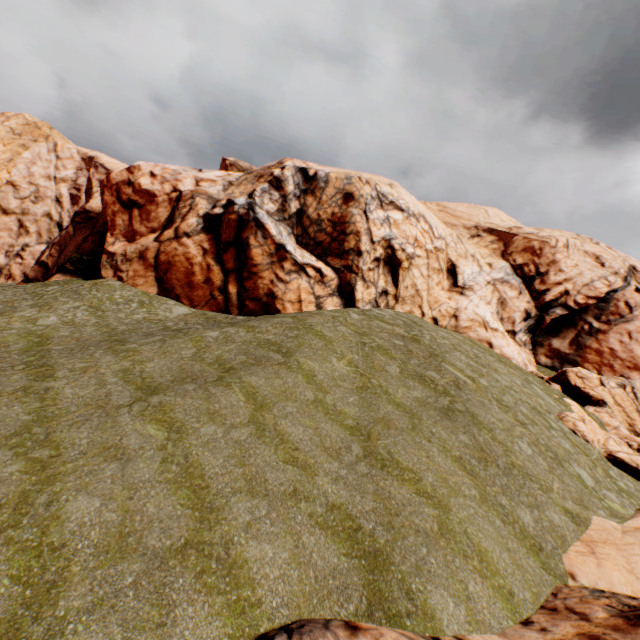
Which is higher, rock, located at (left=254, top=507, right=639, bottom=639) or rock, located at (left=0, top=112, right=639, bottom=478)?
rock, located at (left=0, top=112, right=639, bottom=478)

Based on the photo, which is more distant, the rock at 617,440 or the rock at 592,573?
the rock at 617,440

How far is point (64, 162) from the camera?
52.1 meters

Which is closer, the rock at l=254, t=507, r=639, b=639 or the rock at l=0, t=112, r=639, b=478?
the rock at l=254, t=507, r=639, b=639

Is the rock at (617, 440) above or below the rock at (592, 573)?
above
